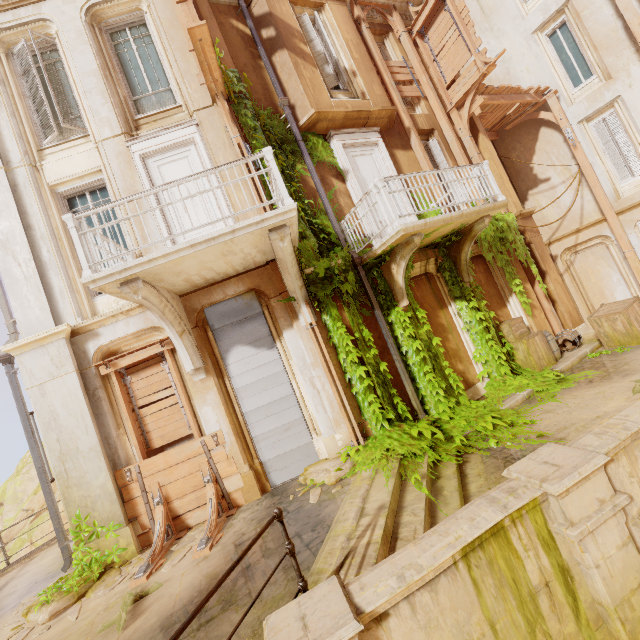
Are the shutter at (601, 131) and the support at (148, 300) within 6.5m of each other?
no

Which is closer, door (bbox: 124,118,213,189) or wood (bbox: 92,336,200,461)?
wood (bbox: 92,336,200,461)

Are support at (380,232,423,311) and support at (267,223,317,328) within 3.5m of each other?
yes

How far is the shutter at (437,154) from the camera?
10.5m

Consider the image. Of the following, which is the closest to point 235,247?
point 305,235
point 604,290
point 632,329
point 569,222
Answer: point 305,235

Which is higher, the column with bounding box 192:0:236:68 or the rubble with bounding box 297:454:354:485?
the column with bounding box 192:0:236:68

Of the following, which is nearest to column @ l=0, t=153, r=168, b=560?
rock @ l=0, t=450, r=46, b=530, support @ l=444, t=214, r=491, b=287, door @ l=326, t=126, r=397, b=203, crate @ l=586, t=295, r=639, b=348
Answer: door @ l=326, t=126, r=397, b=203

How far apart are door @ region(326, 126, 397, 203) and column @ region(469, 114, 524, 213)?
4.2 meters
